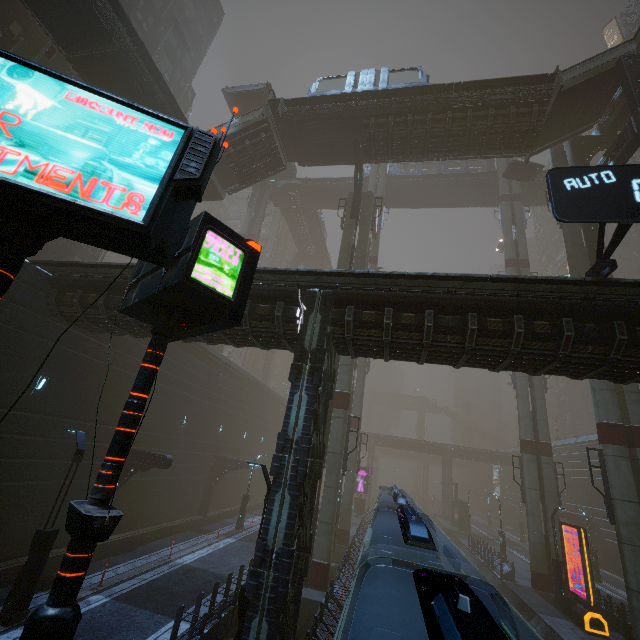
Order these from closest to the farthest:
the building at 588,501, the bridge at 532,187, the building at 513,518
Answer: the building at 588,501 < the bridge at 532,187 < the building at 513,518

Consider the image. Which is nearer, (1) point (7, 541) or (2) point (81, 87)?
(2) point (81, 87)

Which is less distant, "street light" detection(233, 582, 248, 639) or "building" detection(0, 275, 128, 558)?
"street light" detection(233, 582, 248, 639)

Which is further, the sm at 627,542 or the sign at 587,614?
the sign at 587,614

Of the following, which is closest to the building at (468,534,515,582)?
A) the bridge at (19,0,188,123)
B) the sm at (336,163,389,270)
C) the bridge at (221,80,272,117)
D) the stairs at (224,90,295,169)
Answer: the sm at (336,163,389,270)

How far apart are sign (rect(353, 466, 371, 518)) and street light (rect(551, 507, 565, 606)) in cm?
2355

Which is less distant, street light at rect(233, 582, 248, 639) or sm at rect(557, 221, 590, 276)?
street light at rect(233, 582, 248, 639)

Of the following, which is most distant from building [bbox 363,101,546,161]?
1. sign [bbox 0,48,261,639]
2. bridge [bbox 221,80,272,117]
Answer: bridge [bbox 221,80,272,117]
